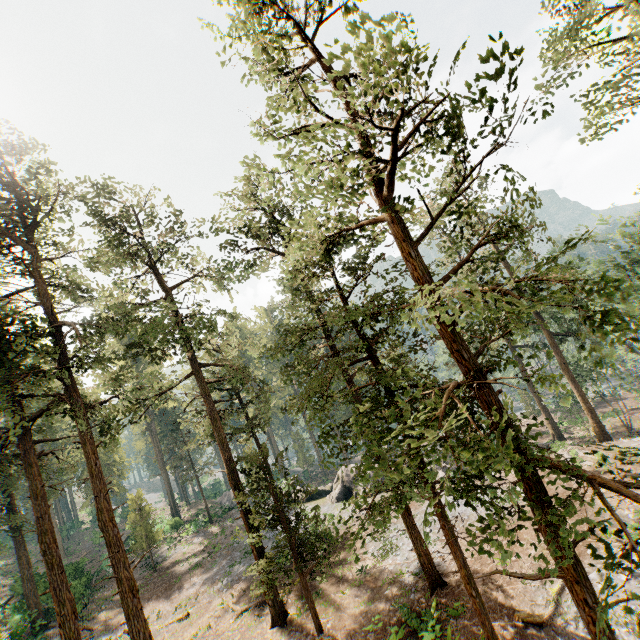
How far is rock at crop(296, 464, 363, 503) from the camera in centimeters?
3198cm

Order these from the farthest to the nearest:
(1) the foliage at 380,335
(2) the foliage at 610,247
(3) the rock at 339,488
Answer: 1. (3) the rock at 339,488
2. (1) the foliage at 380,335
3. (2) the foliage at 610,247

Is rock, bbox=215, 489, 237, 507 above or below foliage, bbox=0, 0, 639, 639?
below

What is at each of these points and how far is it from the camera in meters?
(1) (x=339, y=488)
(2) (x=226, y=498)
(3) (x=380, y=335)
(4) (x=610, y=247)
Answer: (1) rock, 32.6 m
(2) rock, 48.5 m
(3) foliage, 11.5 m
(4) foliage, 31.3 m

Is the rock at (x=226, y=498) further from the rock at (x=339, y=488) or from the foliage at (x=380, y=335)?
the foliage at (x=380, y=335)

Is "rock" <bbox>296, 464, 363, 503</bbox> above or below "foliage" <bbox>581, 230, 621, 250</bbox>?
below
